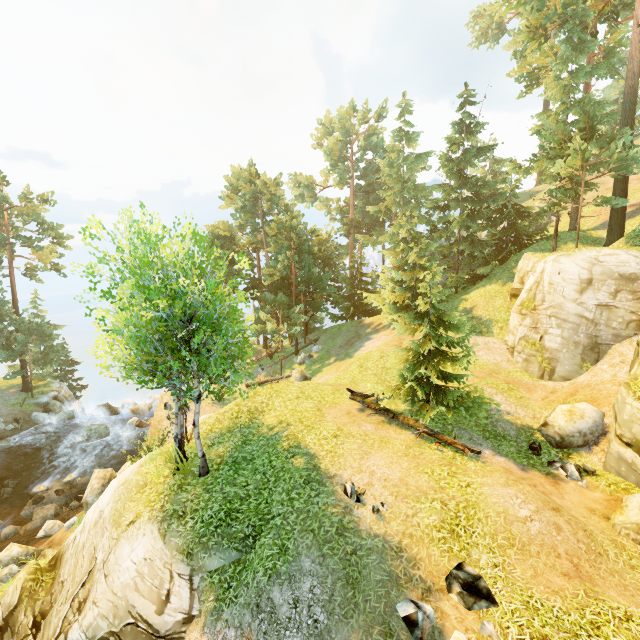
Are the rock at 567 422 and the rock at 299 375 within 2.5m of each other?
no

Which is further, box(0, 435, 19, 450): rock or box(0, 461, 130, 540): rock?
box(0, 435, 19, 450): rock

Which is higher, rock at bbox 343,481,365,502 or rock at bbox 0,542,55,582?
rock at bbox 343,481,365,502

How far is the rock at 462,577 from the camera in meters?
6.9

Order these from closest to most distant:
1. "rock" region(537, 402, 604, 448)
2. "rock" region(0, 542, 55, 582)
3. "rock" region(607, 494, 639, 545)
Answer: "rock" region(607, 494, 639, 545) → "rock" region(537, 402, 604, 448) → "rock" region(0, 542, 55, 582)

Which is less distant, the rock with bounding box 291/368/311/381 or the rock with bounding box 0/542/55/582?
the rock with bounding box 0/542/55/582

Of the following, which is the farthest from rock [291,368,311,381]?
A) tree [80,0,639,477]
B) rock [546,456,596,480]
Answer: rock [546,456,596,480]

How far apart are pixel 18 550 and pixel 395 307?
26.2m
